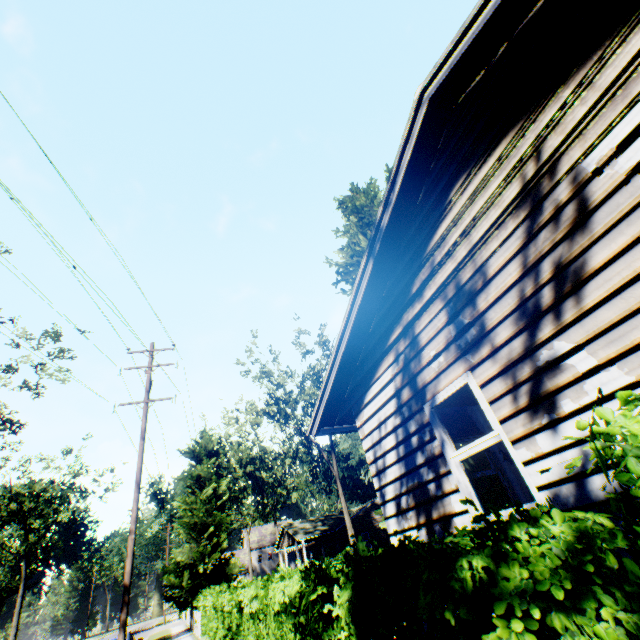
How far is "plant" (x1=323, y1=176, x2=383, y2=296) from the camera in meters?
15.9 m

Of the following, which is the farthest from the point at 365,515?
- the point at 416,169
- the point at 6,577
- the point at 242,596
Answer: the point at 6,577

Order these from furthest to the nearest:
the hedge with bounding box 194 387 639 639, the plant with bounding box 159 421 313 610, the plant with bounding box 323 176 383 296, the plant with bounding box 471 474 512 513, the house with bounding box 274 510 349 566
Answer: the house with bounding box 274 510 349 566 → the plant with bounding box 159 421 313 610 → the plant with bounding box 323 176 383 296 → the plant with bounding box 471 474 512 513 → the hedge with bounding box 194 387 639 639

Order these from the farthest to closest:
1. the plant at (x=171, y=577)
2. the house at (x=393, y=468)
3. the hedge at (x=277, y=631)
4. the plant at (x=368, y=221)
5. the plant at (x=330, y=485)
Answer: the plant at (x=330, y=485) → the plant at (x=171, y=577) → the plant at (x=368, y=221) → the house at (x=393, y=468) → the hedge at (x=277, y=631)

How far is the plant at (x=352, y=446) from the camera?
48.3m

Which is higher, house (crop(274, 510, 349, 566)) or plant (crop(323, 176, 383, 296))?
plant (crop(323, 176, 383, 296))

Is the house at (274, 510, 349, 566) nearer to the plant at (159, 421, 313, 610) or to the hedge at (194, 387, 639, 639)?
the plant at (159, 421, 313, 610)

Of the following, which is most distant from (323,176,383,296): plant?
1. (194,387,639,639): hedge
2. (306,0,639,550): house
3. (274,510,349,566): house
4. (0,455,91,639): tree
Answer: (0,455,91,639): tree
